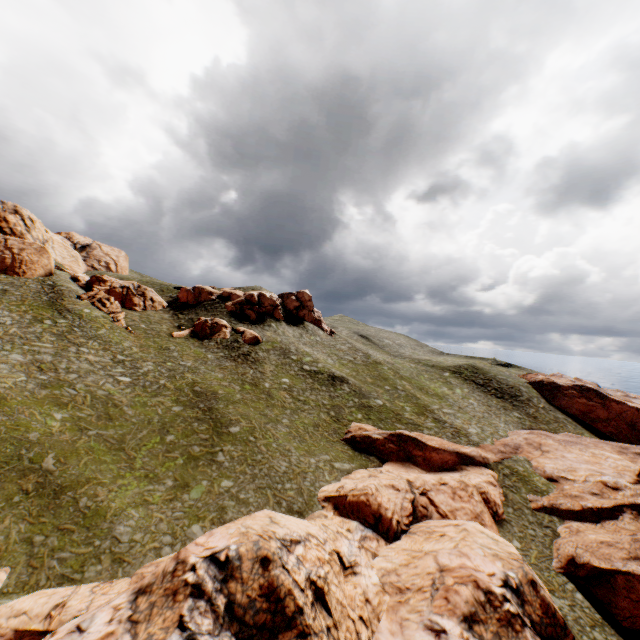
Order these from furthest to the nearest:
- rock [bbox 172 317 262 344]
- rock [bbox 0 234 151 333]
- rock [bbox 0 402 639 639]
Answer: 1. rock [bbox 172 317 262 344]
2. rock [bbox 0 234 151 333]
3. rock [bbox 0 402 639 639]

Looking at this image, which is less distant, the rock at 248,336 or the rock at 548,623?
the rock at 548,623

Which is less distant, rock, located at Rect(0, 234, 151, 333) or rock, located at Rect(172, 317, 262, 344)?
rock, located at Rect(0, 234, 151, 333)

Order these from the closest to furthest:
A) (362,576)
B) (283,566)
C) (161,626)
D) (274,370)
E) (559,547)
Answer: (161,626) < (283,566) < (362,576) < (559,547) < (274,370)

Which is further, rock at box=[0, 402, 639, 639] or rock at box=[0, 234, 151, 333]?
rock at box=[0, 234, 151, 333]

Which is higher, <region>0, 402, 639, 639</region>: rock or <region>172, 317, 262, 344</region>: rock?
<region>172, 317, 262, 344</region>: rock

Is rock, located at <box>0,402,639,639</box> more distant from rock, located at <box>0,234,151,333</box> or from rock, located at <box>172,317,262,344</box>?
rock, located at <box>0,234,151,333</box>

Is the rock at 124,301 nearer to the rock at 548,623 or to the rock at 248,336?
the rock at 248,336
